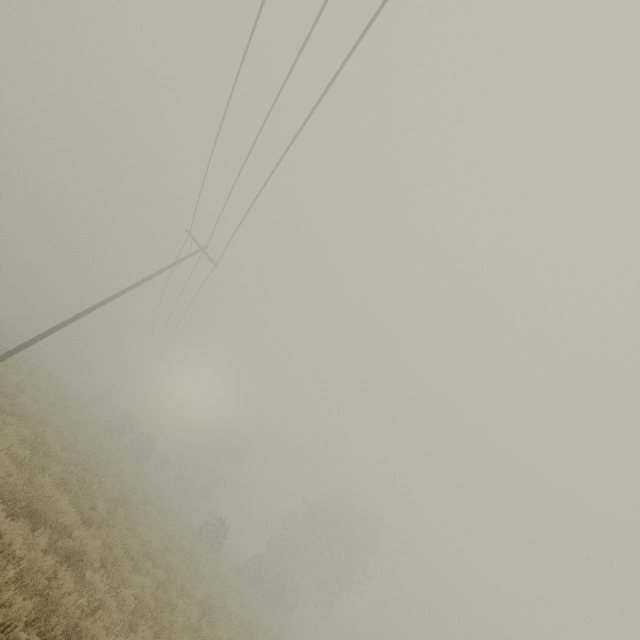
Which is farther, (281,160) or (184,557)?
(184,557)
